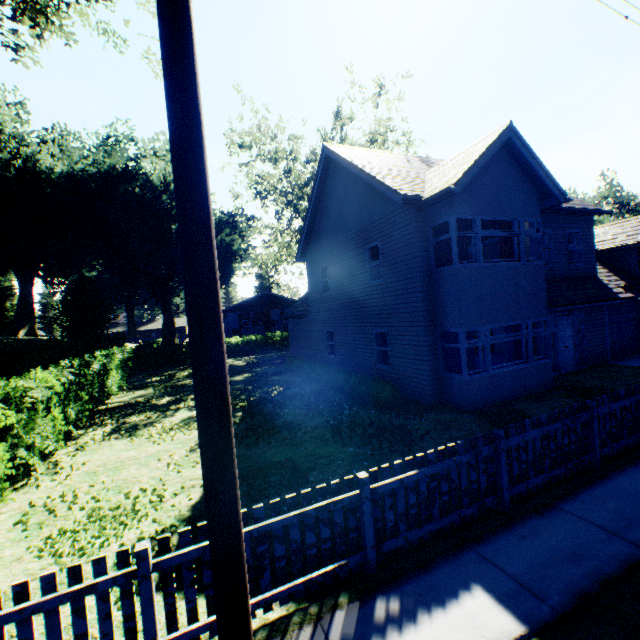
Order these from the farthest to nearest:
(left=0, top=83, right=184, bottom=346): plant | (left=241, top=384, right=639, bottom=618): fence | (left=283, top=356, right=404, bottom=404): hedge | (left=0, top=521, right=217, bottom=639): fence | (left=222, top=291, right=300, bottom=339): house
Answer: (left=222, top=291, right=300, bottom=339): house < (left=0, top=83, right=184, bottom=346): plant < (left=283, top=356, right=404, bottom=404): hedge < (left=241, top=384, right=639, bottom=618): fence < (left=0, top=521, right=217, bottom=639): fence

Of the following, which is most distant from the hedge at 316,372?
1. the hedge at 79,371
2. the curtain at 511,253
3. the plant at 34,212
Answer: the plant at 34,212

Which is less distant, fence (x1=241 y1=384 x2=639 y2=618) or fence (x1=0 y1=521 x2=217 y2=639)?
fence (x1=0 y1=521 x2=217 y2=639)

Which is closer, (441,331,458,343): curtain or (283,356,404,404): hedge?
(441,331,458,343): curtain

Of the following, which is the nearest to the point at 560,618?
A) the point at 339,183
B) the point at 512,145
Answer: the point at 512,145

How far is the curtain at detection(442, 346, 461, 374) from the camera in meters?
10.5

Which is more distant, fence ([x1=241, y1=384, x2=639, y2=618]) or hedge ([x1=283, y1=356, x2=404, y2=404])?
hedge ([x1=283, y1=356, x2=404, y2=404])

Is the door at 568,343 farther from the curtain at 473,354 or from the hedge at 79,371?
the hedge at 79,371
